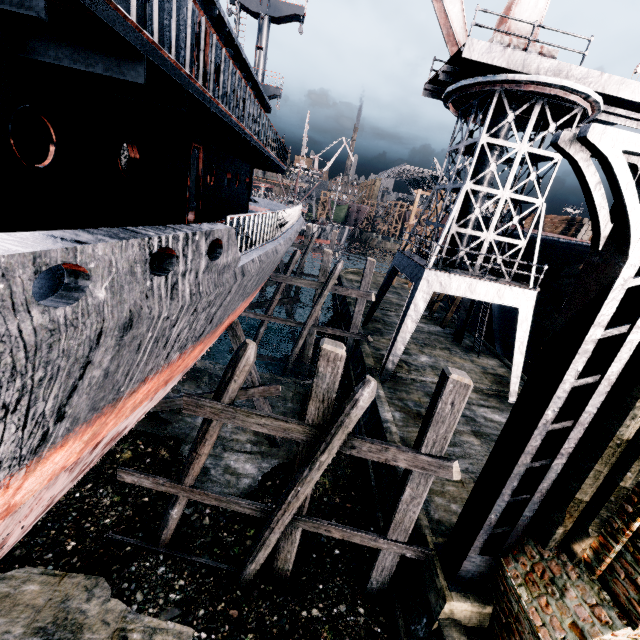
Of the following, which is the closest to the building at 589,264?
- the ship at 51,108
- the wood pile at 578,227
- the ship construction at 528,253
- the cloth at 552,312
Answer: the ship construction at 528,253

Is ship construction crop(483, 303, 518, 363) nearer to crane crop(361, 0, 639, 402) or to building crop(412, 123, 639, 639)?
crane crop(361, 0, 639, 402)

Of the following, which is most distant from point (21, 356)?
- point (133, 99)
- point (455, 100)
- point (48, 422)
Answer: point (455, 100)

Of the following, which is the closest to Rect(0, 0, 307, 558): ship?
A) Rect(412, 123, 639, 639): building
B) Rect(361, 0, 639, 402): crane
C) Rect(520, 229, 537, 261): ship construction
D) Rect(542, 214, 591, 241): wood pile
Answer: Rect(361, 0, 639, 402): crane

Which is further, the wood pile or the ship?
the wood pile

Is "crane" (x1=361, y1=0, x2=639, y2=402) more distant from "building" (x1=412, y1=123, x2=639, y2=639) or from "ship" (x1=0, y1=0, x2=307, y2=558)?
"building" (x1=412, y1=123, x2=639, y2=639)

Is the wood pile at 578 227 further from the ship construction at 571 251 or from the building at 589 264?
→ the building at 589 264

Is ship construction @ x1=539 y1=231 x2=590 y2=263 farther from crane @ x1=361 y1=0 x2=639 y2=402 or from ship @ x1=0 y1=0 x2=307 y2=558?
ship @ x1=0 y1=0 x2=307 y2=558
